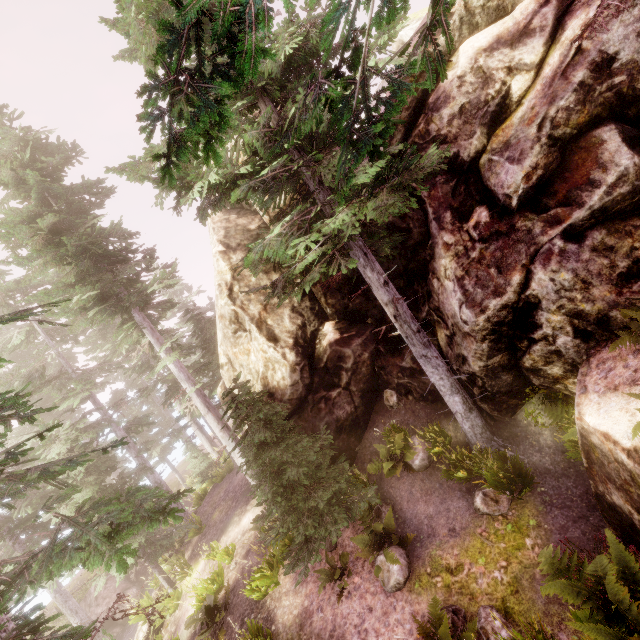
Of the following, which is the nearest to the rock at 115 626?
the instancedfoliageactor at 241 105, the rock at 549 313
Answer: the instancedfoliageactor at 241 105

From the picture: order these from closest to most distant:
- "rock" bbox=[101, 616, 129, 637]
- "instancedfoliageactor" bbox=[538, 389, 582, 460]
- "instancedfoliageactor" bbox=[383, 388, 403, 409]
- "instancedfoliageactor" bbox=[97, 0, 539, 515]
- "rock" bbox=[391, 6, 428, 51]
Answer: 1. "instancedfoliageactor" bbox=[97, 0, 539, 515]
2. "instancedfoliageactor" bbox=[538, 389, 582, 460]
3. "instancedfoliageactor" bbox=[383, 388, 403, 409]
4. "rock" bbox=[391, 6, 428, 51]
5. "rock" bbox=[101, 616, 129, 637]

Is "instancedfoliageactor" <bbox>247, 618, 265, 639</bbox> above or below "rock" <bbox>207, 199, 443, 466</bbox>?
below

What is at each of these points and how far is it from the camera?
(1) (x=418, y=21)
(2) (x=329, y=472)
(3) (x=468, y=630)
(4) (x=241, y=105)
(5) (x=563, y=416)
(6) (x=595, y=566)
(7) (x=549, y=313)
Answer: (1) rock, 18.0m
(2) instancedfoliageactor, 10.2m
(3) instancedfoliageactor, 5.6m
(4) instancedfoliageactor, 7.5m
(5) instancedfoliageactor, 7.2m
(6) instancedfoliageactor, 4.0m
(7) rock, 6.6m

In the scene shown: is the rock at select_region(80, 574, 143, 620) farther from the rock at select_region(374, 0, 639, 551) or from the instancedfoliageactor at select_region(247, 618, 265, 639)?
the rock at select_region(374, 0, 639, 551)

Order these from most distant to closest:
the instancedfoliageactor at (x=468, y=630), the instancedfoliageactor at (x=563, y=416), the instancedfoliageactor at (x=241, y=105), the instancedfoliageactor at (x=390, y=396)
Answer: the instancedfoliageactor at (x=390, y=396), the instancedfoliageactor at (x=563, y=416), the instancedfoliageactor at (x=468, y=630), the instancedfoliageactor at (x=241, y=105)

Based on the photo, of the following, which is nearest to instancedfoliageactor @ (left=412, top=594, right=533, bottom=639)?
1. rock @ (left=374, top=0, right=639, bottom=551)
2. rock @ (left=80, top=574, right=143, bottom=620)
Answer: rock @ (left=374, top=0, right=639, bottom=551)

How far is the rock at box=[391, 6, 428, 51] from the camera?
17.75m
